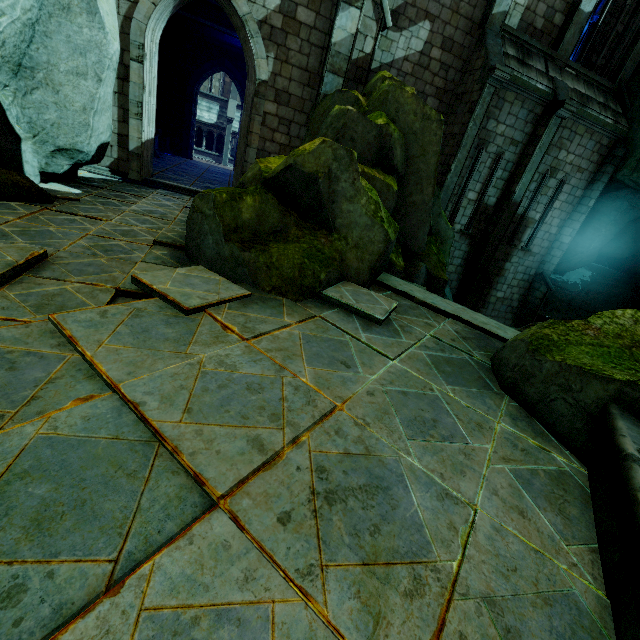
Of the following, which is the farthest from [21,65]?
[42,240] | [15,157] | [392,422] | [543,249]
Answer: [543,249]

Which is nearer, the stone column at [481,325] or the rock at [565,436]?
the rock at [565,436]

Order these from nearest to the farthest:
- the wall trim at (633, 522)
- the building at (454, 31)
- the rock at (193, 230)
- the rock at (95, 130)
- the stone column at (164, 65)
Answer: the wall trim at (633, 522)
the rock at (193, 230)
the rock at (95, 130)
the building at (454, 31)
the stone column at (164, 65)

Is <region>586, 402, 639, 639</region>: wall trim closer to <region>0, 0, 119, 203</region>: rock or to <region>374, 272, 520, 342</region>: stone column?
<region>0, 0, 119, 203</region>: rock

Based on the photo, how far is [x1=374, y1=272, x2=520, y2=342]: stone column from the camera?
5.6m

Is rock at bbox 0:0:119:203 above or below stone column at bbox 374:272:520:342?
above

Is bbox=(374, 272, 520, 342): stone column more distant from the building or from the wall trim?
the building

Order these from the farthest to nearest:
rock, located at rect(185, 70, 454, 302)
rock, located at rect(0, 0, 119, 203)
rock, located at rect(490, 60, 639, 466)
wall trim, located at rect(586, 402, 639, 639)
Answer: rock, located at rect(0, 0, 119, 203) → rock, located at rect(185, 70, 454, 302) → rock, located at rect(490, 60, 639, 466) → wall trim, located at rect(586, 402, 639, 639)
